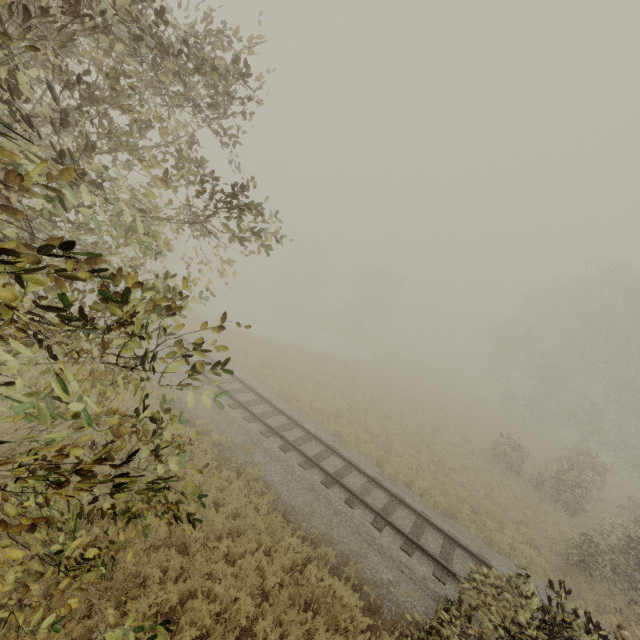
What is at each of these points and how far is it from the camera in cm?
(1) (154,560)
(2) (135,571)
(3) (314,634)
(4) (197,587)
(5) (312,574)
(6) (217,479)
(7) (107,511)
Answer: (1) tree, 663
(2) tree, 653
(3) tree, 669
(4) tree, 661
(5) tree, 780
(6) tree, 945
(7) tree, 321

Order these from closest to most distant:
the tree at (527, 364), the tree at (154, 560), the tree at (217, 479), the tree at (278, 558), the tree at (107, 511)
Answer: the tree at (107, 511) < the tree at (217, 479) < the tree at (527, 364) < the tree at (154, 560) < the tree at (278, 558)

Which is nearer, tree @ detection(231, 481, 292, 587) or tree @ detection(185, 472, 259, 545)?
tree @ detection(185, 472, 259, 545)

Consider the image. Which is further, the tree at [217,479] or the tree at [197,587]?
the tree at [197,587]

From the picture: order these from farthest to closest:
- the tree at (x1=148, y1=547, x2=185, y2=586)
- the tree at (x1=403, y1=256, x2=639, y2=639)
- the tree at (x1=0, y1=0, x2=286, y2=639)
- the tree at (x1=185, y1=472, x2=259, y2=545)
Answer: the tree at (x1=148, y1=547, x2=185, y2=586), the tree at (x1=403, y1=256, x2=639, y2=639), the tree at (x1=185, y1=472, x2=259, y2=545), the tree at (x1=0, y1=0, x2=286, y2=639)

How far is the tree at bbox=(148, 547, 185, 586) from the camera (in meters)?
6.63

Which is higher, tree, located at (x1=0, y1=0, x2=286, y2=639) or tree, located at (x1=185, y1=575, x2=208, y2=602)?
tree, located at (x1=0, y1=0, x2=286, y2=639)
